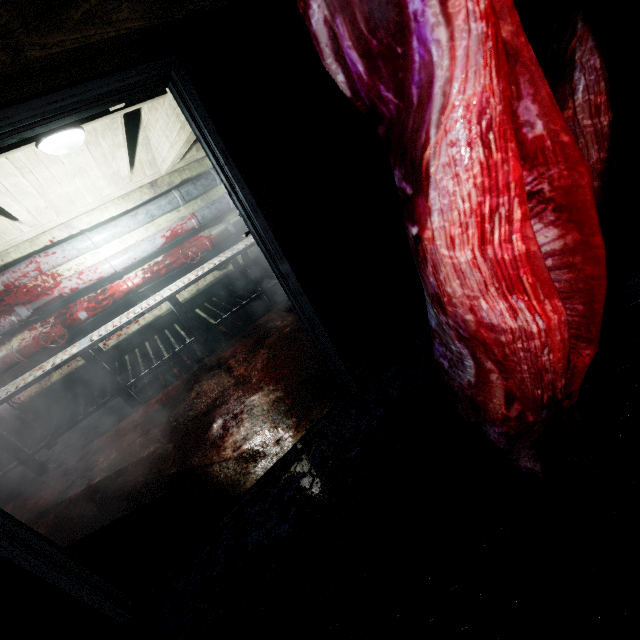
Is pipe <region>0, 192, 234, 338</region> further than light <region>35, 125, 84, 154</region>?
Yes

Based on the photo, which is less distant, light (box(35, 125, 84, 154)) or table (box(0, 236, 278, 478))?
light (box(35, 125, 84, 154))

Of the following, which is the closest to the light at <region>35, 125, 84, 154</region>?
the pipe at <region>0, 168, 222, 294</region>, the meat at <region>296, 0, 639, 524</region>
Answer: the pipe at <region>0, 168, 222, 294</region>

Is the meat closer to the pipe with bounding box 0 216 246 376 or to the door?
the door

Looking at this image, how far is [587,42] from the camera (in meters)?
0.72

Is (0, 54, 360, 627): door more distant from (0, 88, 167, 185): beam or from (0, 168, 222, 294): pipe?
(0, 168, 222, 294): pipe

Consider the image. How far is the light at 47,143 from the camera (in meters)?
2.15

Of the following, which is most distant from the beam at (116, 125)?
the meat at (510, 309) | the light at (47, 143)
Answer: the meat at (510, 309)
